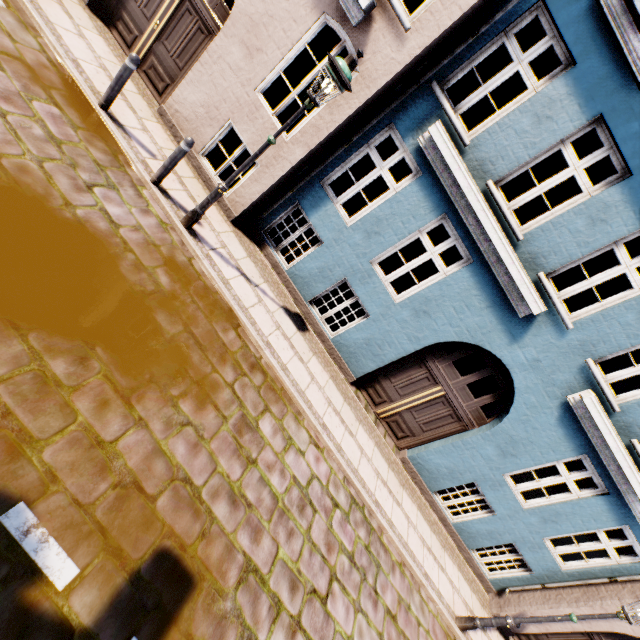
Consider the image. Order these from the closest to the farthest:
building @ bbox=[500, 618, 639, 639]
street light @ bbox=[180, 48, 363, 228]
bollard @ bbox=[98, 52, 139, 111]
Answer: street light @ bbox=[180, 48, 363, 228] < bollard @ bbox=[98, 52, 139, 111] < building @ bbox=[500, 618, 639, 639]

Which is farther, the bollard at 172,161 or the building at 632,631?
the building at 632,631

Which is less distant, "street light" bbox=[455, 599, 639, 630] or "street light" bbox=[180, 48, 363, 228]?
"street light" bbox=[180, 48, 363, 228]

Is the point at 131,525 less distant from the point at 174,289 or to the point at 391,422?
the point at 174,289

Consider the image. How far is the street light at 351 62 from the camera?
4.21m

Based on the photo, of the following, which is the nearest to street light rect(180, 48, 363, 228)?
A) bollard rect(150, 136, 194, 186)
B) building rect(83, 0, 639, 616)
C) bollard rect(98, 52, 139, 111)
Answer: bollard rect(150, 136, 194, 186)

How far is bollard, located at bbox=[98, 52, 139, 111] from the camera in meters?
5.1 m

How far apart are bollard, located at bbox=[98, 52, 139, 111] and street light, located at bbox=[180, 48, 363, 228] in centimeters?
221cm
